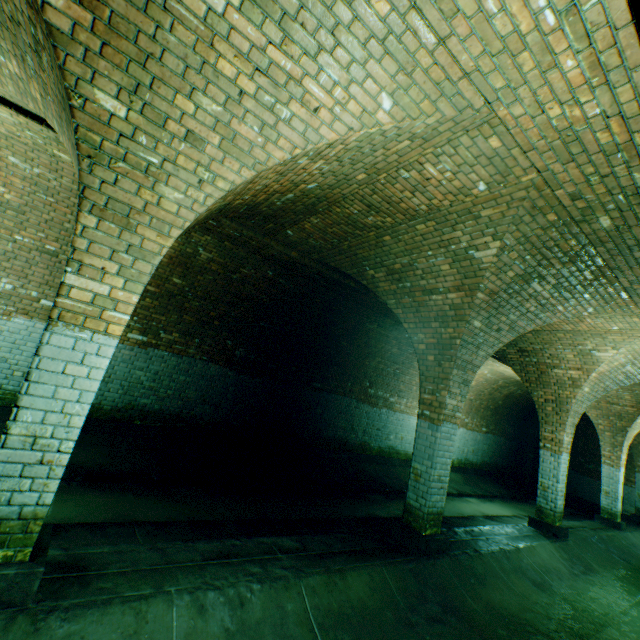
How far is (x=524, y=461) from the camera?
16.5m

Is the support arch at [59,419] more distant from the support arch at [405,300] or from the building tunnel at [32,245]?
the support arch at [405,300]

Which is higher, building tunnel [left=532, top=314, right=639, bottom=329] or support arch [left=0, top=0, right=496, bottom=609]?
building tunnel [left=532, top=314, right=639, bottom=329]

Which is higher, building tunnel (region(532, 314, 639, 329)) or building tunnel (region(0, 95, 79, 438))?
building tunnel (region(532, 314, 639, 329))

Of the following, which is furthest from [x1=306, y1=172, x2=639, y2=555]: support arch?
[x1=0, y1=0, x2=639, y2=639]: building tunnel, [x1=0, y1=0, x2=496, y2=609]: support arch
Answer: [x1=0, y1=0, x2=496, y2=609]: support arch

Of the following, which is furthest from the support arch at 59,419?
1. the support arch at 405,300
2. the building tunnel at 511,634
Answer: the support arch at 405,300

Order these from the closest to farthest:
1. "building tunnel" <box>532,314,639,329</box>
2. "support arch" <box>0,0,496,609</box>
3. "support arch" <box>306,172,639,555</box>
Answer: "support arch" <box>0,0,496,609</box> → "support arch" <box>306,172,639,555</box> → "building tunnel" <box>532,314,639,329</box>
